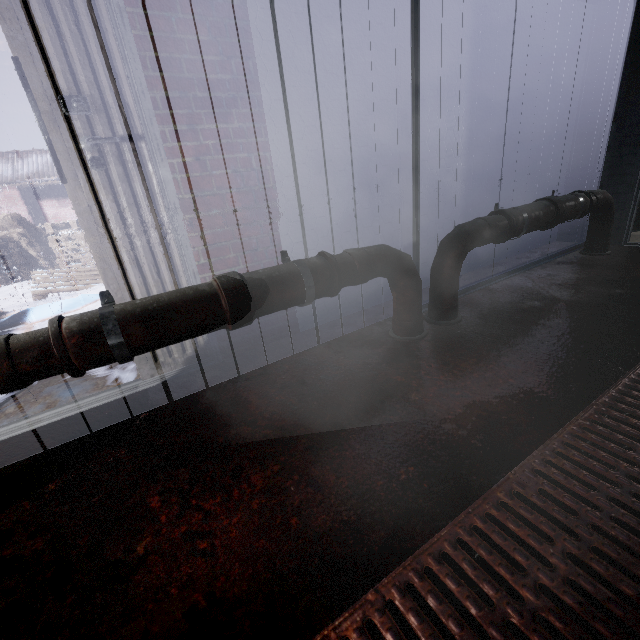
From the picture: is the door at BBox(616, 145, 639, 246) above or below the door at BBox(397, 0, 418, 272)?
below

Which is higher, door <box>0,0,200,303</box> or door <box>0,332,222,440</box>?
door <box>0,0,200,303</box>

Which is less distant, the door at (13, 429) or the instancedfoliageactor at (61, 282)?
the door at (13, 429)

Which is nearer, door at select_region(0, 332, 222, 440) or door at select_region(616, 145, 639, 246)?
door at select_region(0, 332, 222, 440)

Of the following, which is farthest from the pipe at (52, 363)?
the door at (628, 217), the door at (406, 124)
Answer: the door at (628, 217)

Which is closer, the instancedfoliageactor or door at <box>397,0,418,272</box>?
door at <box>397,0,418,272</box>

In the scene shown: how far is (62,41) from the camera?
1.24m

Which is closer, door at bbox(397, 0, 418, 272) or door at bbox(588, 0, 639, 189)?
door at bbox(397, 0, 418, 272)
